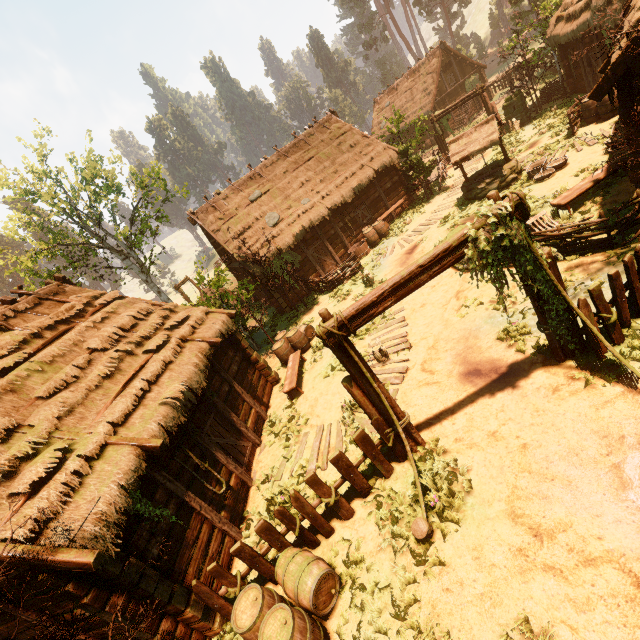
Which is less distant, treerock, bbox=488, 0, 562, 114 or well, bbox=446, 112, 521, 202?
well, bbox=446, 112, 521, 202

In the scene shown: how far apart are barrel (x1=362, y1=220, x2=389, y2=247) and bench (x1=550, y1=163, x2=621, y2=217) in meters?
9.7

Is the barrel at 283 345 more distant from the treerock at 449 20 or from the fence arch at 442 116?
the fence arch at 442 116

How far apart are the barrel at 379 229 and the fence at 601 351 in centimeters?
1357cm

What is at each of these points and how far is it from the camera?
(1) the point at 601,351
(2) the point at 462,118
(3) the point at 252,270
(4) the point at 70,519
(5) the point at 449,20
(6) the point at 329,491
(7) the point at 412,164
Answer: (1) fence, 5.91m
(2) building, 33.06m
(3) building, 17.81m
(4) building, 5.19m
(5) treerock, 52.53m
(6) fence, 6.25m
(7) treerock, 19.06m

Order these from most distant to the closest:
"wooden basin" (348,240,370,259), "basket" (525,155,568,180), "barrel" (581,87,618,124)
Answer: "wooden basin" (348,240,370,259) < "barrel" (581,87,618,124) < "basket" (525,155,568,180)

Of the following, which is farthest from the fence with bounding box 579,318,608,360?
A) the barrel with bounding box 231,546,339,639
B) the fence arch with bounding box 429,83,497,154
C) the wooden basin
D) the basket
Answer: the wooden basin

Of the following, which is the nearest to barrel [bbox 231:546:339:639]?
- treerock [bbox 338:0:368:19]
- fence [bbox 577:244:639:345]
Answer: treerock [bbox 338:0:368:19]
